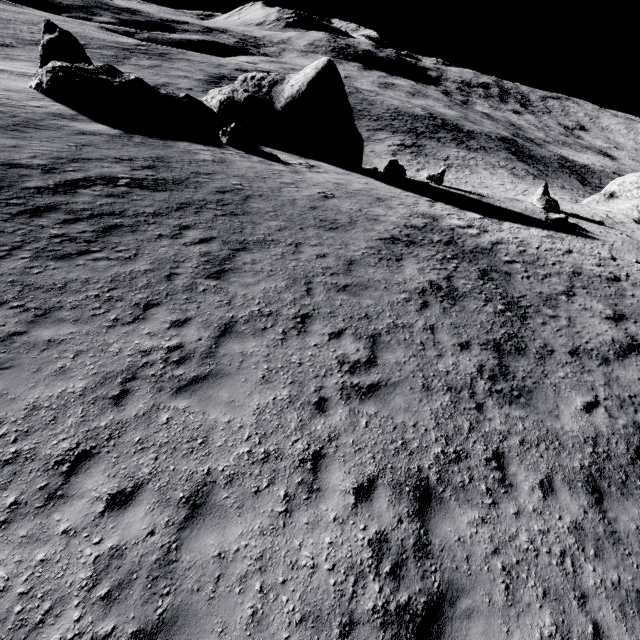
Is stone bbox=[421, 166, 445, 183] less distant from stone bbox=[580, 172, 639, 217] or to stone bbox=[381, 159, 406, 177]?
stone bbox=[381, 159, 406, 177]

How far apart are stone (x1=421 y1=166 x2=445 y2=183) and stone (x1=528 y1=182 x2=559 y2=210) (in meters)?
7.29

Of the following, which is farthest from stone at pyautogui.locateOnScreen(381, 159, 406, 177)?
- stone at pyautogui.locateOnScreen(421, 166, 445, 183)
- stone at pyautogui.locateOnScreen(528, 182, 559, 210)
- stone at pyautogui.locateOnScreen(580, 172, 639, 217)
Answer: stone at pyautogui.locateOnScreen(580, 172, 639, 217)

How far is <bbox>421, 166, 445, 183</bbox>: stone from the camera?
27.55m

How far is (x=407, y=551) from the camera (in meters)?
5.41

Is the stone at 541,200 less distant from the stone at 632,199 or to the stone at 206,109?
the stone at 206,109

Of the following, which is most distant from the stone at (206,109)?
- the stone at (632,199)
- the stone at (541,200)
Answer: the stone at (632,199)

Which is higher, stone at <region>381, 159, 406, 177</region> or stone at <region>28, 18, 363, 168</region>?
stone at <region>28, 18, 363, 168</region>
